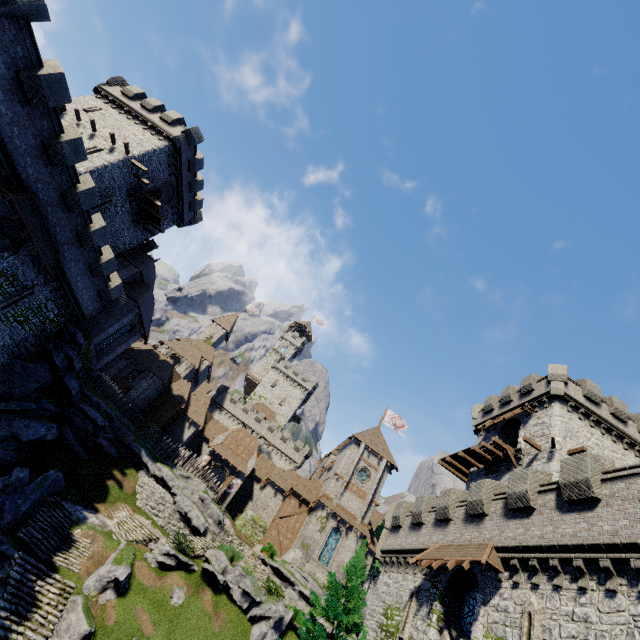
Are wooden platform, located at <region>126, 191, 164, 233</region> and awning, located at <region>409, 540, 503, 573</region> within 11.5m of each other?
no

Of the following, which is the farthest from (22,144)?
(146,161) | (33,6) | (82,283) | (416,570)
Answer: (416,570)

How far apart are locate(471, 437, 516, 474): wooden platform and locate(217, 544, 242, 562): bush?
22.2m

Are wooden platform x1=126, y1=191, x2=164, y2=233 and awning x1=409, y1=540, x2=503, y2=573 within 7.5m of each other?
no

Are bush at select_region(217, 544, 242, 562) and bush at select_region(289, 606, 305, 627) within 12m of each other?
yes

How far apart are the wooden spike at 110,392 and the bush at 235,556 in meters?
17.8

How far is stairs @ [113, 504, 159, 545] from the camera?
24.22m

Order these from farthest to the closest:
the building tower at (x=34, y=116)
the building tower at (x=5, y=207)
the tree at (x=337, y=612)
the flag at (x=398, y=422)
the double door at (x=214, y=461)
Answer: the flag at (x=398, y=422) → the double door at (x=214, y=461) → the building tower at (x=5, y=207) → the tree at (x=337, y=612) → the building tower at (x=34, y=116)
